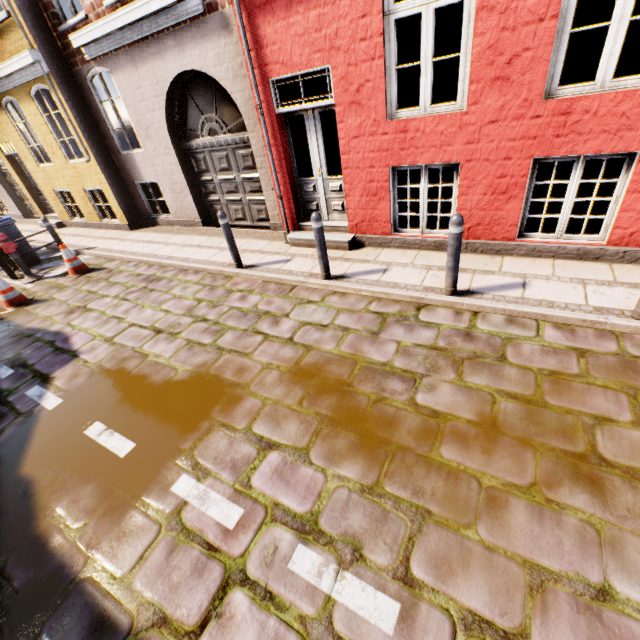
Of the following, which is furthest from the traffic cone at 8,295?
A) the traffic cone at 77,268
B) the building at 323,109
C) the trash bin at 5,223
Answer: the building at 323,109

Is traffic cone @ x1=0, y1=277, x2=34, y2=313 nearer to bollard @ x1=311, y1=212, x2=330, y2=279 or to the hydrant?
the hydrant

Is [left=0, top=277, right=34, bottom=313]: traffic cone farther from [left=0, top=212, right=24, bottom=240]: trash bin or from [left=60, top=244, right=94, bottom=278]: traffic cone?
[left=0, top=212, right=24, bottom=240]: trash bin

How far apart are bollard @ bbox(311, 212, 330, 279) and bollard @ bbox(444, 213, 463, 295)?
1.8m

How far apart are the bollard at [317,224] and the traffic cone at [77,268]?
6.2 meters

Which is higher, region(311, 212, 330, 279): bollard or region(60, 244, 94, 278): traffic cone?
region(311, 212, 330, 279): bollard

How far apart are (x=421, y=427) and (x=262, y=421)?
1.6 meters

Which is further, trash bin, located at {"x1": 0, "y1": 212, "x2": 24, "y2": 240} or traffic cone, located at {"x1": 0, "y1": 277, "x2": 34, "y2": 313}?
trash bin, located at {"x1": 0, "y1": 212, "x2": 24, "y2": 240}
